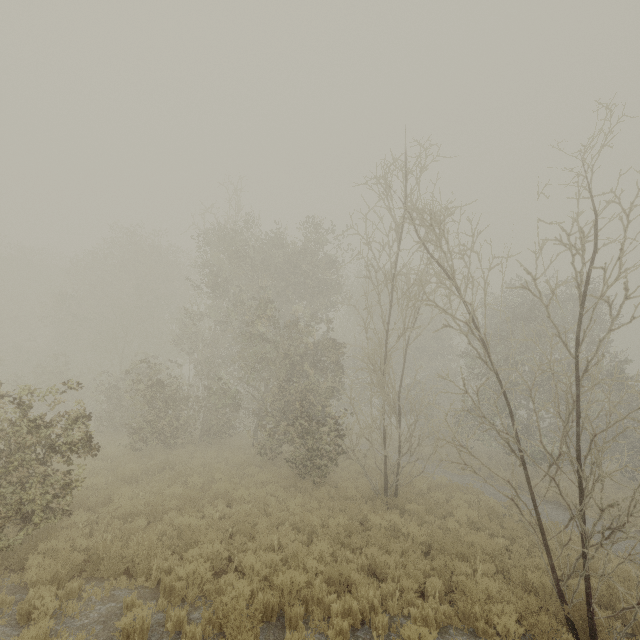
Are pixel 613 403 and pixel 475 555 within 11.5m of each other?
yes
